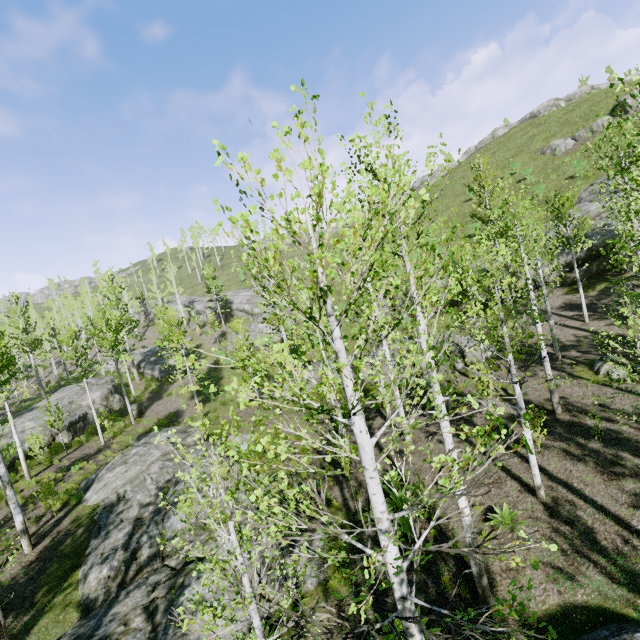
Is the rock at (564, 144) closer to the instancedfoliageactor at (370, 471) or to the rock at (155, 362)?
the instancedfoliageactor at (370, 471)

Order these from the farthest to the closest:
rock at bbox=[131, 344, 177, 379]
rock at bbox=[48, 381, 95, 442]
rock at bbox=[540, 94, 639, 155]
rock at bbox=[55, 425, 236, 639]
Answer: rock at bbox=[131, 344, 177, 379] → rock at bbox=[540, 94, 639, 155] → rock at bbox=[48, 381, 95, 442] → rock at bbox=[55, 425, 236, 639]

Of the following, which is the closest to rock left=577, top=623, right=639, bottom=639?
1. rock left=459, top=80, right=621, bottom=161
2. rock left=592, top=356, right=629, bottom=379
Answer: rock left=592, top=356, right=629, bottom=379

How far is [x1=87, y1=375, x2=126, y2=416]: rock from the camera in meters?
27.8

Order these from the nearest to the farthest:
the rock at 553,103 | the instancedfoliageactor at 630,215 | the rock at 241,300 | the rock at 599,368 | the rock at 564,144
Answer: the instancedfoliageactor at 630,215
the rock at 599,368
the rock at 564,144
the rock at 241,300
the rock at 553,103

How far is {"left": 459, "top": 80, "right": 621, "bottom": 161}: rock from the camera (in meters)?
45.28

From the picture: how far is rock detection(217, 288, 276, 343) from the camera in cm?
3966

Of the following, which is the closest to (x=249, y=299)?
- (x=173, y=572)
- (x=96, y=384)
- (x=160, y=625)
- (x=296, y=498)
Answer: (x=96, y=384)
